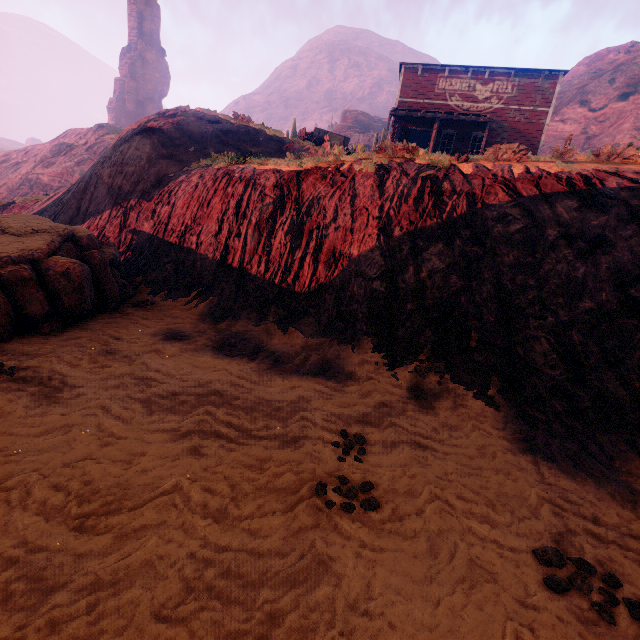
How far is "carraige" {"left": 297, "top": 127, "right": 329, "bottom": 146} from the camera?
20.0m

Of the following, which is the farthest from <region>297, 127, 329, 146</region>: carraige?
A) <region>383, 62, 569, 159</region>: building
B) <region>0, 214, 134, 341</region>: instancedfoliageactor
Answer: <region>0, 214, 134, 341</region>: instancedfoliageactor

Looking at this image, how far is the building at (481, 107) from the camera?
20.3 meters

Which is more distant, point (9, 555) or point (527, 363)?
point (527, 363)

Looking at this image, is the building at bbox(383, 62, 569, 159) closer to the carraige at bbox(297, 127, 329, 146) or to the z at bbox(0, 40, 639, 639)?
the z at bbox(0, 40, 639, 639)

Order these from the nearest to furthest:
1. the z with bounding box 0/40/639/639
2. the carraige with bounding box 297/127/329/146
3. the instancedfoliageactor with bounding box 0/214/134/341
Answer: the z with bounding box 0/40/639/639
the instancedfoliageactor with bounding box 0/214/134/341
the carraige with bounding box 297/127/329/146

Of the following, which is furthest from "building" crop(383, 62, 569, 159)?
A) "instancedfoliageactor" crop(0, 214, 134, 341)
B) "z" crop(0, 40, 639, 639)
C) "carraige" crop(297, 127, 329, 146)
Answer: "instancedfoliageactor" crop(0, 214, 134, 341)

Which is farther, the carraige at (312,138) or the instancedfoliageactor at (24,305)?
the carraige at (312,138)
